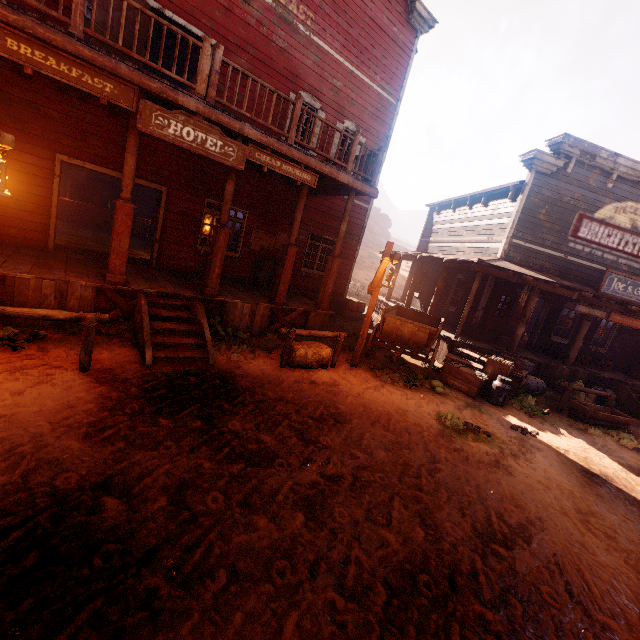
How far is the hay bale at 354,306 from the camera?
14.72m

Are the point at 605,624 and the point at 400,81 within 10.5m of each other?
no

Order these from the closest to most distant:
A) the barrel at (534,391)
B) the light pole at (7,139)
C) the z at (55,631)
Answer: the z at (55,631) → the light pole at (7,139) → the barrel at (534,391)

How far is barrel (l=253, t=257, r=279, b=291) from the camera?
10.77m

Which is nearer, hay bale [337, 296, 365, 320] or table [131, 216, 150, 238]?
hay bale [337, 296, 365, 320]

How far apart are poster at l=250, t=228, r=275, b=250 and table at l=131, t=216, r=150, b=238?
9.2 meters

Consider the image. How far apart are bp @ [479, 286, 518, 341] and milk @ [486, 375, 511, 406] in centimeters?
374cm

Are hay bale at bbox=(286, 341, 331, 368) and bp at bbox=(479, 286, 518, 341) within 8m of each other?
yes
